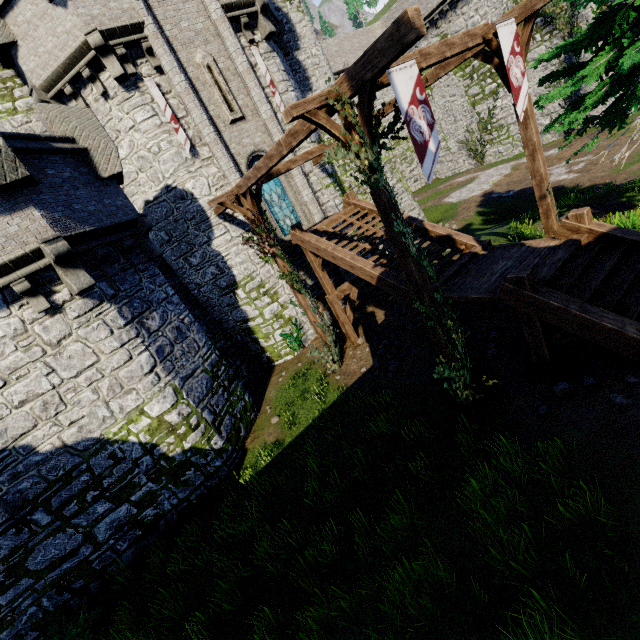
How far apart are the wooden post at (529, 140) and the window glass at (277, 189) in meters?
9.8

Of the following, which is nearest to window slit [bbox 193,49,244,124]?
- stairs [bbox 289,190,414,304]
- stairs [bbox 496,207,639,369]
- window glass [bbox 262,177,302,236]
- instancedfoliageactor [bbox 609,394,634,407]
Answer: window glass [bbox 262,177,302,236]

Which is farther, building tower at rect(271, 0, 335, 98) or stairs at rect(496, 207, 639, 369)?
building tower at rect(271, 0, 335, 98)

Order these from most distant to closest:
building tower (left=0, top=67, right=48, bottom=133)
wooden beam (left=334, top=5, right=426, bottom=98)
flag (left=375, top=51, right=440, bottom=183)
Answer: building tower (left=0, top=67, right=48, bottom=133)
flag (left=375, top=51, right=440, bottom=183)
wooden beam (left=334, top=5, right=426, bottom=98)

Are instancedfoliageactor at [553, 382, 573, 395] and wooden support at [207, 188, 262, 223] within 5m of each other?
no

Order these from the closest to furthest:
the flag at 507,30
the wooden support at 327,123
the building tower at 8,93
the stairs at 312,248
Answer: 1. the wooden support at 327,123
2. the flag at 507,30
3. the stairs at 312,248
4. the building tower at 8,93

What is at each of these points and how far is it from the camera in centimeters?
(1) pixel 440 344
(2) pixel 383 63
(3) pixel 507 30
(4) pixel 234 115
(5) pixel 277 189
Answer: (1) wooden post, 751cm
(2) wooden beam, 470cm
(3) flag, 725cm
(4) window slit, 1387cm
(5) window glass, 1546cm

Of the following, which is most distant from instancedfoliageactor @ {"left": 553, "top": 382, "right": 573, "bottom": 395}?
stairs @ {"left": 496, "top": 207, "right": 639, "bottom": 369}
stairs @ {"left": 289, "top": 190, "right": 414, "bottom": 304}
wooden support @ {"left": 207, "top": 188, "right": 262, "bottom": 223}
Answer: wooden support @ {"left": 207, "top": 188, "right": 262, "bottom": 223}
